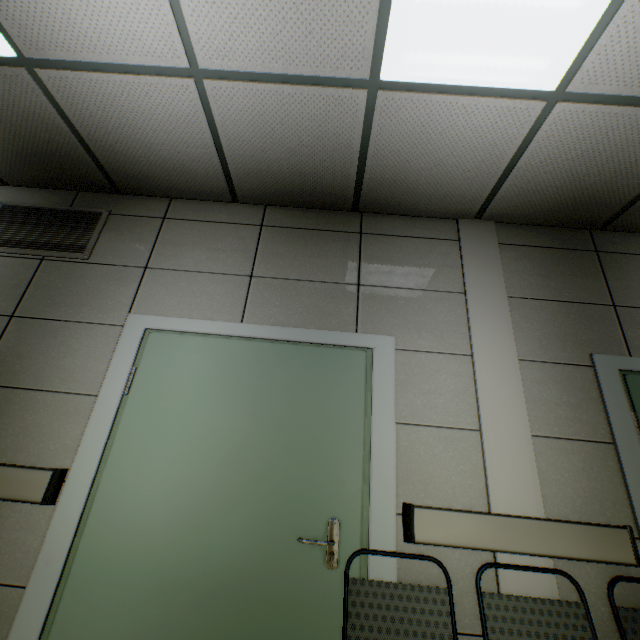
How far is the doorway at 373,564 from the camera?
1.6m

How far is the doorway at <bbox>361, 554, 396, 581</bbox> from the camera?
1.6 meters

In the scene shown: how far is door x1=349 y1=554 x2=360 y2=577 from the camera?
1.7m

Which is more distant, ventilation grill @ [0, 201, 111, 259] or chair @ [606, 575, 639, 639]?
ventilation grill @ [0, 201, 111, 259]

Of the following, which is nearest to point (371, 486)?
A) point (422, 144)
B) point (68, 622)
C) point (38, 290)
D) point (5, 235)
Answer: point (68, 622)

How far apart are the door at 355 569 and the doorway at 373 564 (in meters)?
0.01

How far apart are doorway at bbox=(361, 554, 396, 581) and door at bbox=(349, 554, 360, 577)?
0.01m

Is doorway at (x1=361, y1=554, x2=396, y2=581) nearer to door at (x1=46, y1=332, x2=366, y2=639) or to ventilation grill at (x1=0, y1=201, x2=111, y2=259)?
door at (x1=46, y1=332, x2=366, y2=639)
